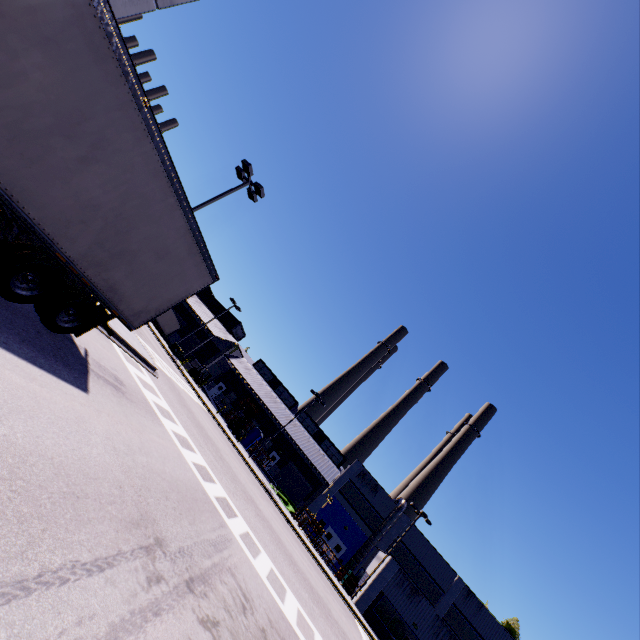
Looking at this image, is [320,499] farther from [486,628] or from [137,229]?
[137,229]

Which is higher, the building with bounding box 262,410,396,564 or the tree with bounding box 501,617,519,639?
the tree with bounding box 501,617,519,639

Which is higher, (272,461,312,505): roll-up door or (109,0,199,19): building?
(109,0,199,19): building

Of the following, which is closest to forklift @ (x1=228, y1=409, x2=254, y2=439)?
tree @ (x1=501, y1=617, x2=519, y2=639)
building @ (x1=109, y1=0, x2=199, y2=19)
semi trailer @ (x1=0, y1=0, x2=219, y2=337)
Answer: building @ (x1=109, y1=0, x2=199, y2=19)

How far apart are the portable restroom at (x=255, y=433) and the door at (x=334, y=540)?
13.72m

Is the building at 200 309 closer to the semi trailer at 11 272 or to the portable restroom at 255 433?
the semi trailer at 11 272

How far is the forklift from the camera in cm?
3888

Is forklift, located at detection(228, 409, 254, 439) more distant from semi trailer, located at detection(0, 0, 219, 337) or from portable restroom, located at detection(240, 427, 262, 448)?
semi trailer, located at detection(0, 0, 219, 337)
